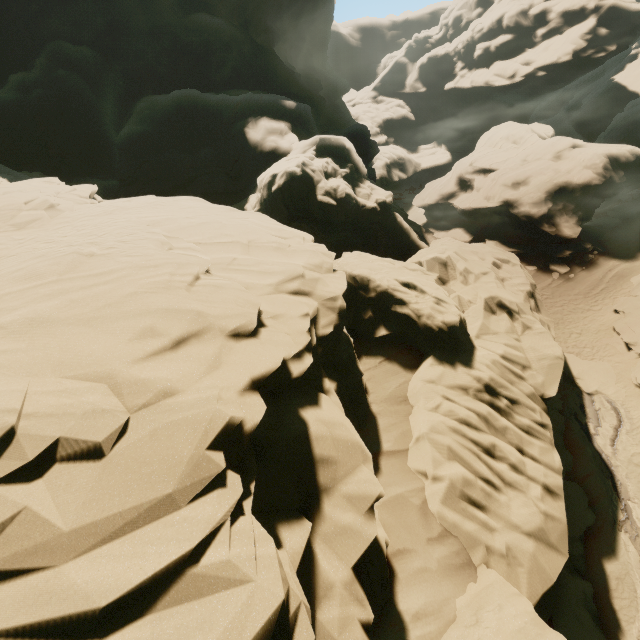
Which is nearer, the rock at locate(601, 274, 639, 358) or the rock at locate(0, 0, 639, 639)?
the rock at locate(0, 0, 639, 639)

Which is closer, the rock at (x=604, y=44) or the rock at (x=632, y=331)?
the rock at (x=604, y=44)

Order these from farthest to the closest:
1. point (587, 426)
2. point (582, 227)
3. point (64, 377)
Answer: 1. point (582, 227)
2. point (587, 426)
3. point (64, 377)
